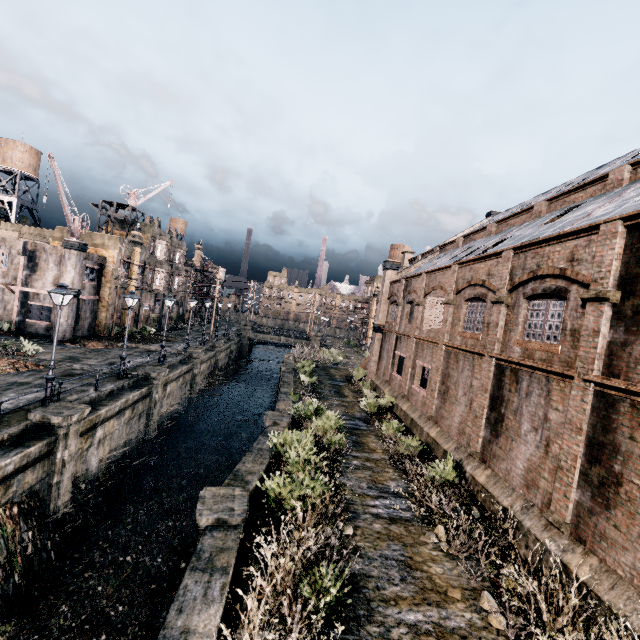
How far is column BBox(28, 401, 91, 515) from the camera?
13.23m

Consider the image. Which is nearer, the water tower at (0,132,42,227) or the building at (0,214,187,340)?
the building at (0,214,187,340)

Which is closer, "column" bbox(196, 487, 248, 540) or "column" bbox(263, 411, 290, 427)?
"column" bbox(196, 487, 248, 540)

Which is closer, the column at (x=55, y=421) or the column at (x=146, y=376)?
the column at (x=55, y=421)

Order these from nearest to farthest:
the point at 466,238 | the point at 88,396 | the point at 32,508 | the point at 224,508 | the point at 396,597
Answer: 1. the point at 396,597
2. the point at 224,508
3. the point at 32,508
4. the point at 88,396
5. the point at 466,238

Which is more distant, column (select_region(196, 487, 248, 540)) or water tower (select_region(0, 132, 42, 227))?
water tower (select_region(0, 132, 42, 227))

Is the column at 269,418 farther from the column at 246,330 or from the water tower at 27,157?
the water tower at 27,157

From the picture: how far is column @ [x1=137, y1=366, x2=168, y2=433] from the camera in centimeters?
2216cm
